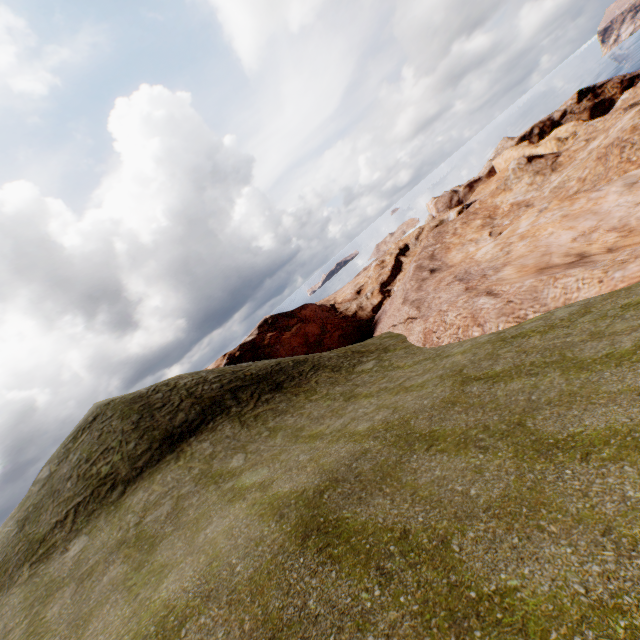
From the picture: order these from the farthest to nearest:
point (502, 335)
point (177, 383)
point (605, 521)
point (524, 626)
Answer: point (177, 383) → point (502, 335) → point (605, 521) → point (524, 626)
